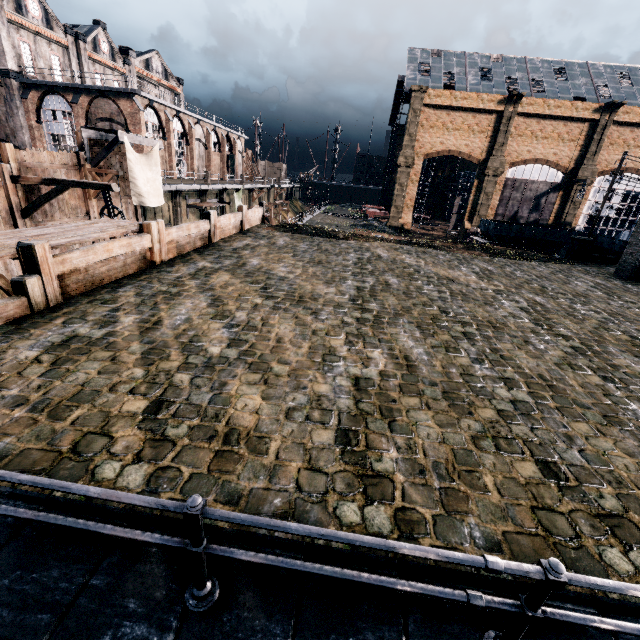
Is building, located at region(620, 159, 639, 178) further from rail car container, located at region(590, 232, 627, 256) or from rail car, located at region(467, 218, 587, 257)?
rail car, located at region(467, 218, 587, 257)

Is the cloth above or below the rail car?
above

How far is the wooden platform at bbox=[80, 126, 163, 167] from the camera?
20.25m

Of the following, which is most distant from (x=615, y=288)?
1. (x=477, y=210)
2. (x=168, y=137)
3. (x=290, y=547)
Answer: (x=168, y=137)

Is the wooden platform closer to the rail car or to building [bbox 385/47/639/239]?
building [bbox 385/47/639/239]

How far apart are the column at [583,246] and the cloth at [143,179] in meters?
31.2

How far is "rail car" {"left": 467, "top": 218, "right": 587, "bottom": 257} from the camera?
37.3 meters

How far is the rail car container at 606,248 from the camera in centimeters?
2498cm
